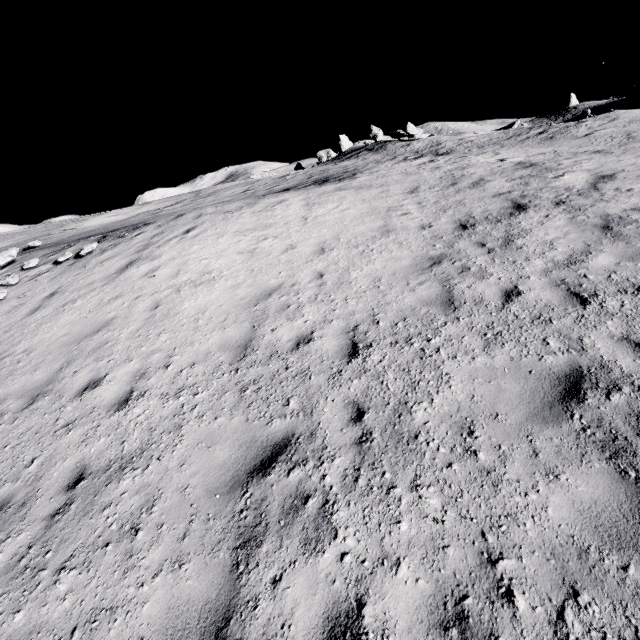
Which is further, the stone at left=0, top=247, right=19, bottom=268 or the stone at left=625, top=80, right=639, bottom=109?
the stone at left=625, top=80, right=639, bottom=109

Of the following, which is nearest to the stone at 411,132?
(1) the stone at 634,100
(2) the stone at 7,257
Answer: (1) the stone at 634,100

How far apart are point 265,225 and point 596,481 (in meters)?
10.39

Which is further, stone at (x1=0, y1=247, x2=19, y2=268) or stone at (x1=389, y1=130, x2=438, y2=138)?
stone at (x1=389, y1=130, x2=438, y2=138)

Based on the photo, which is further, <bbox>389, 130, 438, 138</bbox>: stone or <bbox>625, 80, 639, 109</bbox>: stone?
<bbox>625, 80, 639, 109</bbox>: stone

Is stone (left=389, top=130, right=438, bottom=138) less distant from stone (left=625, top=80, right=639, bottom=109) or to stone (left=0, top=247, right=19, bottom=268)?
stone (left=625, top=80, right=639, bottom=109)

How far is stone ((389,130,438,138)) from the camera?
34.6m

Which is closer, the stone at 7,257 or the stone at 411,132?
the stone at 7,257
